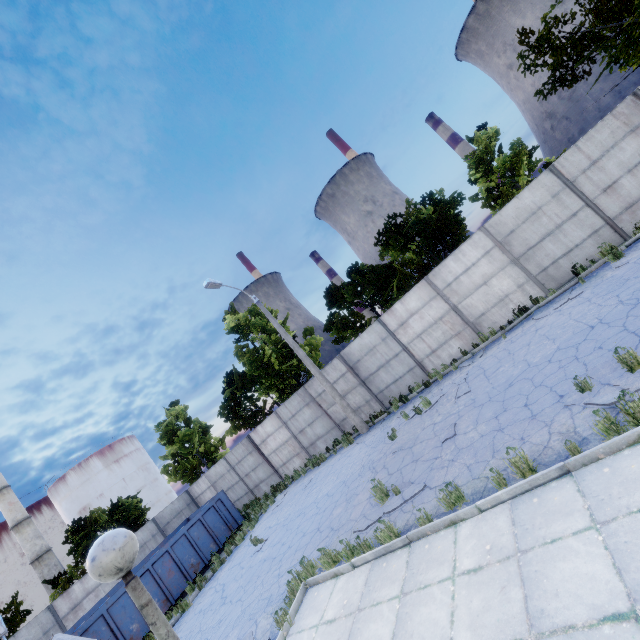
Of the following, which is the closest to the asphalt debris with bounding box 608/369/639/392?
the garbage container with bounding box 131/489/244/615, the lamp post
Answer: the lamp post

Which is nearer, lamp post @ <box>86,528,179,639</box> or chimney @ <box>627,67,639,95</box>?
lamp post @ <box>86,528,179,639</box>

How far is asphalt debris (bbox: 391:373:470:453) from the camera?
10.4 meters

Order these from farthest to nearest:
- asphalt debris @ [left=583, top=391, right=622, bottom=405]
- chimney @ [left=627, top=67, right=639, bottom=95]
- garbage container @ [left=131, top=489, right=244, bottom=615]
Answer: chimney @ [left=627, top=67, right=639, bottom=95] → garbage container @ [left=131, top=489, right=244, bottom=615] → asphalt debris @ [left=583, top=391, right=622, bottom=405]

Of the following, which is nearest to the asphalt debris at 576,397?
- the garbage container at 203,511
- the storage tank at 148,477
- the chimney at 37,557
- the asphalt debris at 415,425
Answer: the asphalt debris at 415,425

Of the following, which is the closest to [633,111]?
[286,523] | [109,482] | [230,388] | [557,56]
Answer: [557,56]

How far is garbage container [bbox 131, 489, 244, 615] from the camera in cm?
1386

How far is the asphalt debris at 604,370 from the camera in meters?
5.8 m
